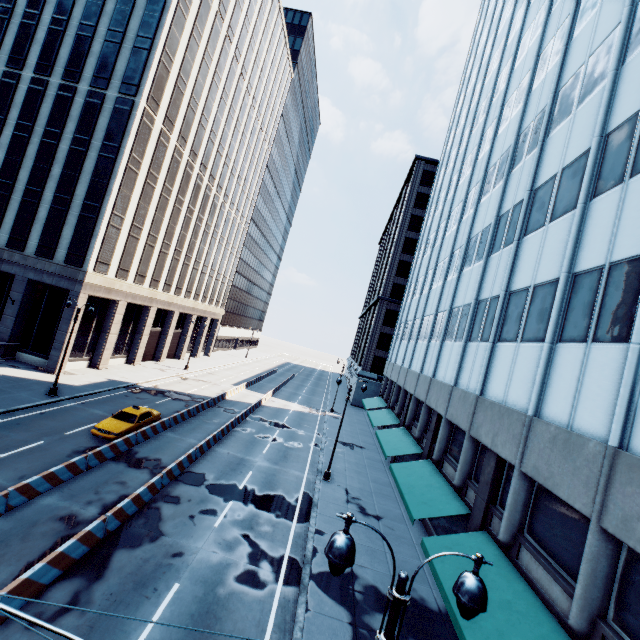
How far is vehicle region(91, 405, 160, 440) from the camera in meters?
19.9 m

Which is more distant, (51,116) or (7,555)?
(51,116)

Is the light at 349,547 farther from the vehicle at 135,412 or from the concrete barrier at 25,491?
the vehicle at 135,412

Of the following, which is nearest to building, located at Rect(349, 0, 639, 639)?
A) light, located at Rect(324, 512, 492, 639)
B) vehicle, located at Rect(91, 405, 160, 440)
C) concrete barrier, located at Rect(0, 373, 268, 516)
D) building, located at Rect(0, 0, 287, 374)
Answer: light, located at Rect(324, 512, 492, 639)

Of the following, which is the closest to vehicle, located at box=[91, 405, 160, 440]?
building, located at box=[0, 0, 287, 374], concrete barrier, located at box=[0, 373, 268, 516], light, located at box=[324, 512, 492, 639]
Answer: concrete barrier, located at box=[0, 373, 268, 516]

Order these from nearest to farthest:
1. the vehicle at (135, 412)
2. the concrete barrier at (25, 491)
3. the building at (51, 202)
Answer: the concrete barrier at (25, 491) → the vehicle at (135, 412) → the building at (51, 202)

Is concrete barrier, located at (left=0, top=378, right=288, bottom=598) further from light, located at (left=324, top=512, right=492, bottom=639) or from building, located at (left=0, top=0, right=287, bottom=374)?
building, located at (left=0, top=0, right=287, bottom=374)

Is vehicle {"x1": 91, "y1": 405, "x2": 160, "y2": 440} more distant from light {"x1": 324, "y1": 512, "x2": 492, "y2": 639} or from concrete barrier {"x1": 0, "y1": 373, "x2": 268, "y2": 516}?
light {"x1": 324, "y1": 512, "x2": 492, "y2": 639}
